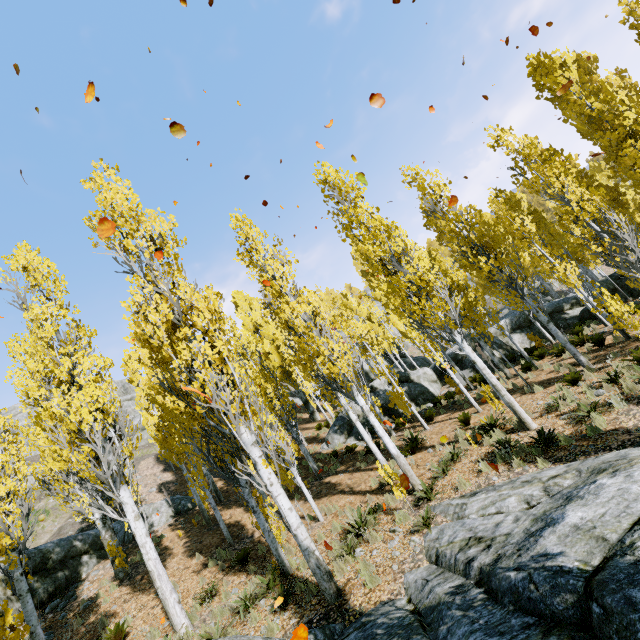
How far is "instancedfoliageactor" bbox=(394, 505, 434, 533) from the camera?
7.3 meters

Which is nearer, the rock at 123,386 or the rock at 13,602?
the rock at 13,602

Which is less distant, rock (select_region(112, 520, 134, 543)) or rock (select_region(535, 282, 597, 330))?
rock (select_region(112, 520, 134, 543))

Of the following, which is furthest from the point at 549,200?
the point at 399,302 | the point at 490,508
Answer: the point at 490,508

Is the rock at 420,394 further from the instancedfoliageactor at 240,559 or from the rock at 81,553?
the rock at 81,553

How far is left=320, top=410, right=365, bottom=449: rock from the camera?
18.9m

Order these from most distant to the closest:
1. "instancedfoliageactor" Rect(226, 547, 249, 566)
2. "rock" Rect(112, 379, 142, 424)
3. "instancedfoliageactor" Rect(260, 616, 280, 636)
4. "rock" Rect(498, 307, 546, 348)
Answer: "rock" Rect(112, 379, 142, 424), "rock" Rect(498, 307, 546, 348), "instancedfoliageactor" Rect(226, 547, 249, 566), "instancedfoliageactor" Rect(260, 616, 280, 636)

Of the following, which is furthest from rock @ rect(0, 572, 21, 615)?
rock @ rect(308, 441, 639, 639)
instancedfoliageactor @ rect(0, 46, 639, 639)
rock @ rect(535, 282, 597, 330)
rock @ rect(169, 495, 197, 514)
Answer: rock @ rect(535, 282, 597, 330)
